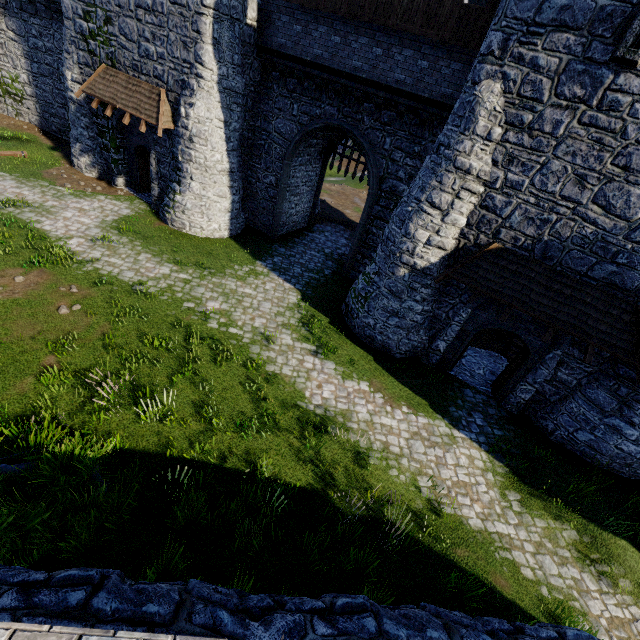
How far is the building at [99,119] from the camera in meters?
15.9

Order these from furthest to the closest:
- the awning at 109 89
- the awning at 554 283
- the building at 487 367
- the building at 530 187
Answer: the awning at 109 89
the building at 487 367
the awning at 554 283
the building at 530 187

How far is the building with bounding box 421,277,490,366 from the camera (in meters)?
11.48

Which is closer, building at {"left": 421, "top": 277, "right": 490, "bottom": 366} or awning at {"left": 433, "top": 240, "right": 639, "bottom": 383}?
awning at {"left": 433, "top": 240, "right": 639, "bottom": 383}

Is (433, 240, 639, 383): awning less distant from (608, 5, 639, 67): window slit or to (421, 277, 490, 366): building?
(421, 277, 490, 366): building

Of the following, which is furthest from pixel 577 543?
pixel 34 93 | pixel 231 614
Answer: pixel 34 93

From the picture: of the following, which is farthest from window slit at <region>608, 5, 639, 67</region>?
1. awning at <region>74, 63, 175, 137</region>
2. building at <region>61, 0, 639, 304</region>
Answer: awning at <region>74, 63, 175, 137</region>

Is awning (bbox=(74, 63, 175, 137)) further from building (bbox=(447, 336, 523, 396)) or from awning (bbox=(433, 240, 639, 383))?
awning (bbox=(433, 240, 639, 383))
